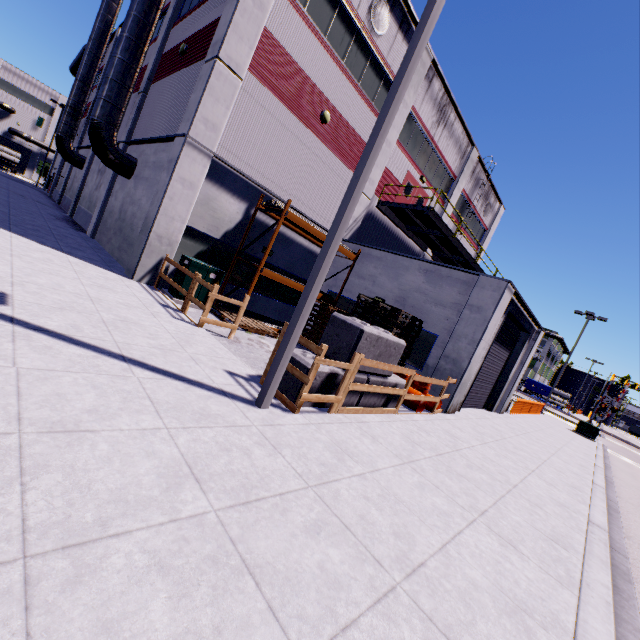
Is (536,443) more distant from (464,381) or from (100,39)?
(100,39)

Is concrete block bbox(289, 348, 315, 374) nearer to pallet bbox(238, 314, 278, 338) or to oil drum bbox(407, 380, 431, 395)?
oil drum bbox(407, 380, 431, 395)

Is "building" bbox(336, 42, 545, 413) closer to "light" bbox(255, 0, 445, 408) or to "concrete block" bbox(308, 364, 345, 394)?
"concrete block" bbox(308, 364, 345, 394)

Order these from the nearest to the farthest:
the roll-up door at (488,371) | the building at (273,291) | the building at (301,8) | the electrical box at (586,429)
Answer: the building at (301,8), the roll-up door at (488,371), the building at (273,291), the electrical box at (586,429)

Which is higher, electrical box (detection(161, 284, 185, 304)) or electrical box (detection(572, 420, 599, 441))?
electrical box (detection(572, 420, 599, 441))

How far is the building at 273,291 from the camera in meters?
14.1 m

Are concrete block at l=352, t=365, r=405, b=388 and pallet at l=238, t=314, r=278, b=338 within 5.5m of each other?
yes

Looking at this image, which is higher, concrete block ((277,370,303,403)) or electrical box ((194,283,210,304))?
electrical box ((194,283,210,304))
